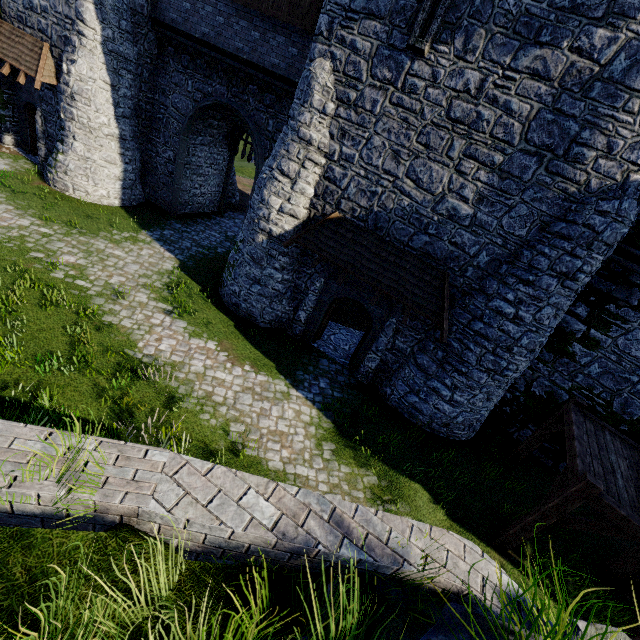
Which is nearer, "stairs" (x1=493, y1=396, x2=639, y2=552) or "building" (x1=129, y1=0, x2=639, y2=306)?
"stairs" (x1=493, y1=396, x2=639, y2=552)

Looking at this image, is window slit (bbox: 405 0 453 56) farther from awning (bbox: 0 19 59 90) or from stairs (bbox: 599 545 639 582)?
awning (bbox: 0 19 59 90)

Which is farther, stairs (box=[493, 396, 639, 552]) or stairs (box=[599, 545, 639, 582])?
stairs (box=[599, 545, 639, 582])

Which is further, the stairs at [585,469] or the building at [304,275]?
the building at [304,275]

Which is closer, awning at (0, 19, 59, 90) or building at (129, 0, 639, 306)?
building at (129, 0, 639, 306)

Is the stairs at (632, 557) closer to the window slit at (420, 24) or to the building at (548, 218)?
the building at (548, 218)

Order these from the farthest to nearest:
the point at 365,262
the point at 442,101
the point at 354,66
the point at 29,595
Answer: the point at 365,262, the point at 354,66, the point at 442,101, the point at 29,595
